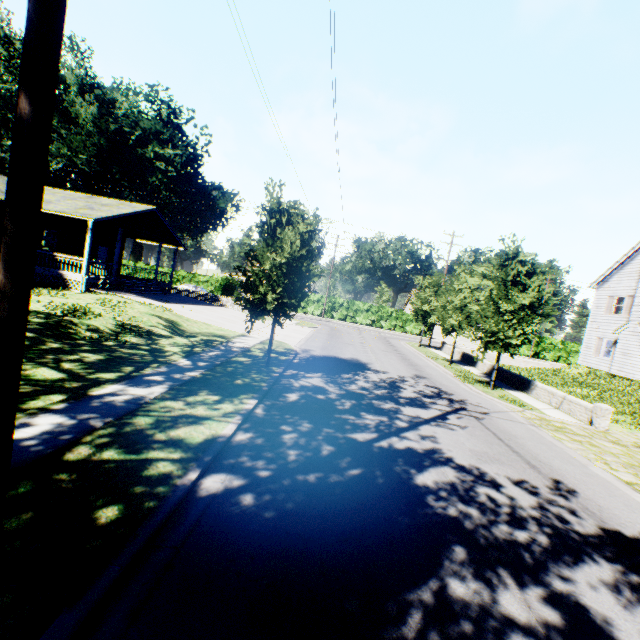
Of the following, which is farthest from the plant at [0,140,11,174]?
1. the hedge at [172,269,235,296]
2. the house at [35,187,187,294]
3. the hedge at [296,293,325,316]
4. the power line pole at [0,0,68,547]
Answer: the power line pole at [0,0,68,547]

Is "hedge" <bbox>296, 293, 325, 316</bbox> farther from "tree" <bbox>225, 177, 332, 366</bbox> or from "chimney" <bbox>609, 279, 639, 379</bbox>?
"tree" <bbox>225, 177, 332, 366</bbox>

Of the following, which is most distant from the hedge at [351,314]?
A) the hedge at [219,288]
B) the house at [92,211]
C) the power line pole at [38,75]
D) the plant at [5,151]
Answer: the plant at [5,151]

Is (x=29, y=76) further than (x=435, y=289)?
No

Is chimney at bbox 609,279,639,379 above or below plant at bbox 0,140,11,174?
below

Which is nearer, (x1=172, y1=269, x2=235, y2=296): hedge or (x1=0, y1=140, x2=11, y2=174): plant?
(x1=172, y1=269, x2=235, y2=296): hedge

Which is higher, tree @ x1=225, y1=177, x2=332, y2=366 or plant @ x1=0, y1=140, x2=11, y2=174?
plant @ x1=0, y1=140, x2=11, y2=174

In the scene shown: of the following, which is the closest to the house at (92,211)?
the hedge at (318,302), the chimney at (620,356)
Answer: the hedge at (318,302)
